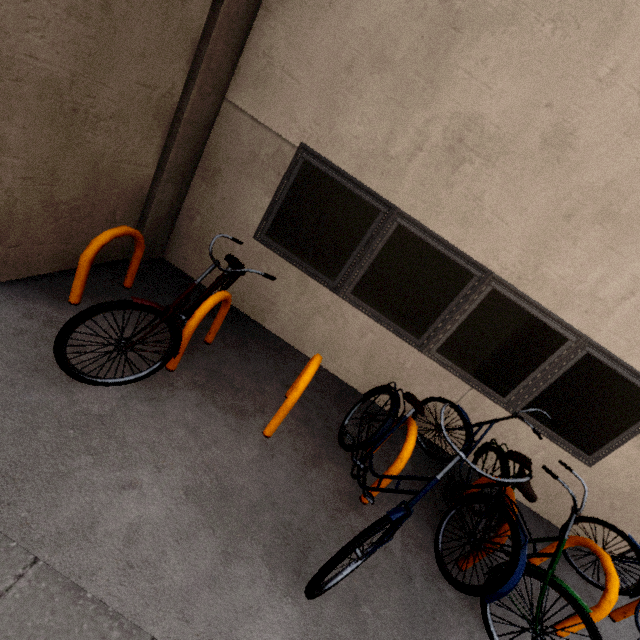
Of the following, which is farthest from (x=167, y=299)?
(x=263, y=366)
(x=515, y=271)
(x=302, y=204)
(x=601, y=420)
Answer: (x=601, y=420)

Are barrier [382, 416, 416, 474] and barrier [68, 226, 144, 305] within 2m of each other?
no

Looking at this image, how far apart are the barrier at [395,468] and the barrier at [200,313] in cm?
193

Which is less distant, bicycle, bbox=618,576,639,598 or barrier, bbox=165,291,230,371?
barrier, bbox=165,291,230,371

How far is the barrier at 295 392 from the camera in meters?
2.5 m

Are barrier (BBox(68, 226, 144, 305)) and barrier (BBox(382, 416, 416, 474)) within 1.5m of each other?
no

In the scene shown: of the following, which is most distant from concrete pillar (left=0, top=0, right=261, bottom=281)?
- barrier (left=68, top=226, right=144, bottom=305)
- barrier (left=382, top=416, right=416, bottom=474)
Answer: barrier (left=382, top=416, right=416, bottom=474)

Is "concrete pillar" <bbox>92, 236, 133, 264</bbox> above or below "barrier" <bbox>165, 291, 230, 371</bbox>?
below
